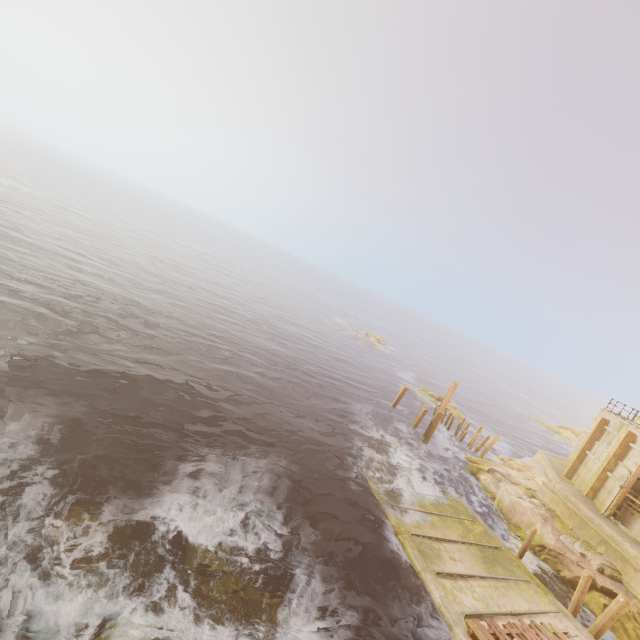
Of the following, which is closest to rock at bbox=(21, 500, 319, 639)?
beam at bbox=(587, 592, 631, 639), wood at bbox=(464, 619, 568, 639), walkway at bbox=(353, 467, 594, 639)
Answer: walkway at bbox=(353, 467, 594, 639)

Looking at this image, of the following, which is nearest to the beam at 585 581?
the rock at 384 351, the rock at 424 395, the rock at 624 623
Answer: the rock at 624 623

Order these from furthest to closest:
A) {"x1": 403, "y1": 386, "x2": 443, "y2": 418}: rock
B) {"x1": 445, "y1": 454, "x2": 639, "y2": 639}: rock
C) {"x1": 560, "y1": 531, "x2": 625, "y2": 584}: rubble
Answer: {"x1": 403, "y1": 386, "x2": 443, "y2": 418}: rock < {"x1": 560, "y1": 531, "x2": 625, "y2": 584}: rubble < {"x1": 445, "y1": 454, "x2": 639, "y2": 639}: rock

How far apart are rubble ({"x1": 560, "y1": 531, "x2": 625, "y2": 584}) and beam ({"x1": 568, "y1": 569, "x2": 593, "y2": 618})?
Answer: 2.8m

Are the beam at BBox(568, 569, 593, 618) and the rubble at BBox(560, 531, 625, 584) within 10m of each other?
yes

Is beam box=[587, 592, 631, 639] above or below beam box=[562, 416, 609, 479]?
below

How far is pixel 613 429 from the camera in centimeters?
2164cm

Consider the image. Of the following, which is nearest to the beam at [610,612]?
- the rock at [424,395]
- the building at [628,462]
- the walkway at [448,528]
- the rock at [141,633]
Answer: the walkway at [448,528]
